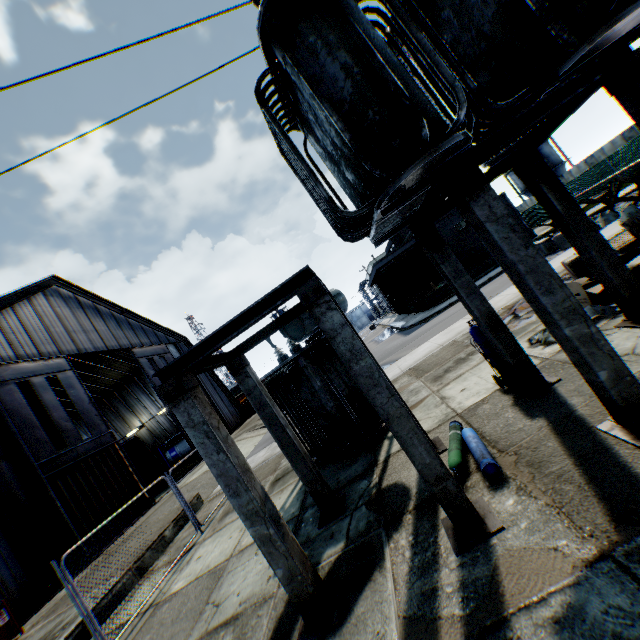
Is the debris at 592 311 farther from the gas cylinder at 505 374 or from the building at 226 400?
the building at 226 400

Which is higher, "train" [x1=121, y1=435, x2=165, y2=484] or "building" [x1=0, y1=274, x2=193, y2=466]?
"building" [x1=0, y1=274, x2=193, y2=466]

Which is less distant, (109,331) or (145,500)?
(145,500)

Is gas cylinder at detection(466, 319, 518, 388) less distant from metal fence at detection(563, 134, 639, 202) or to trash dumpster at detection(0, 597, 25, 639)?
metal fence at detection(563, 134, 639, 202)

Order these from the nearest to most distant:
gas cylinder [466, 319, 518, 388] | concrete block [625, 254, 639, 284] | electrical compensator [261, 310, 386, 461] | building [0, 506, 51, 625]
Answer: concrete block [625, 254, 639, 284]
gas cylinder [466, 319, 518, 388]
electrical compensator [261, 310, 386, 461]
building [0, 506, 51, 625]

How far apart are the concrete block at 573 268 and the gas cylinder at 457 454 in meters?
6.1

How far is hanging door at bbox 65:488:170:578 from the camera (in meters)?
14.25

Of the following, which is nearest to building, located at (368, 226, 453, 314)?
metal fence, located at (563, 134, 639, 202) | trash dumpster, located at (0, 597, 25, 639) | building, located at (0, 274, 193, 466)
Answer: metal fence, located at (563, 134, 639, 202)
